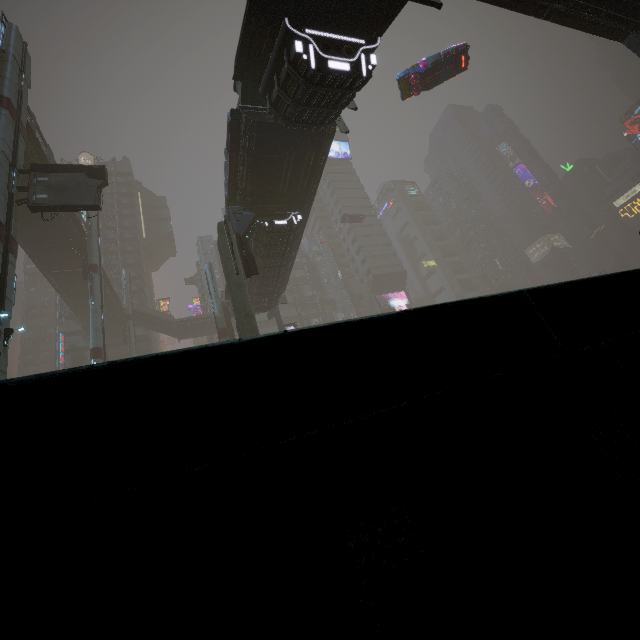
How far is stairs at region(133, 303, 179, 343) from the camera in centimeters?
4841cm

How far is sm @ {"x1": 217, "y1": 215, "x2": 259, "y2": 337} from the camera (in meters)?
15.62

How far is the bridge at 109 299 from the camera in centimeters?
4067cm

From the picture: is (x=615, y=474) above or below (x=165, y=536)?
below

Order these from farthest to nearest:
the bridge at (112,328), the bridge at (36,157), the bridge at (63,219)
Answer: the bridge at (112,328)
the bridge at (63,219)
the bridge at (36,157)

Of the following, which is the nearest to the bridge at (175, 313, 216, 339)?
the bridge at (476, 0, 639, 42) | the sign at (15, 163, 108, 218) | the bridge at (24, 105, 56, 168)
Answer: the bridge at (24, 105, 56, 168)

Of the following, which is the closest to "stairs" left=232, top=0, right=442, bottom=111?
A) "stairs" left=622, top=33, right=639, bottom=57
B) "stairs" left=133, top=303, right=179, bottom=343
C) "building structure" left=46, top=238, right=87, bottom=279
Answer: "stairs" left=622, top=33, right=639, bottom=57

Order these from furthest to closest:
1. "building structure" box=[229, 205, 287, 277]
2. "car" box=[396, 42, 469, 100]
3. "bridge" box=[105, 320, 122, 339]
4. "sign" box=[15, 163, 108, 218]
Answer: "bridge" box=[105, 320, 122, 339] → "car" box=[396, 42, 469, 100] → "building structure" box=[229, 205, 287, 277] → "sign" box=[15, 163, 108, 218]
